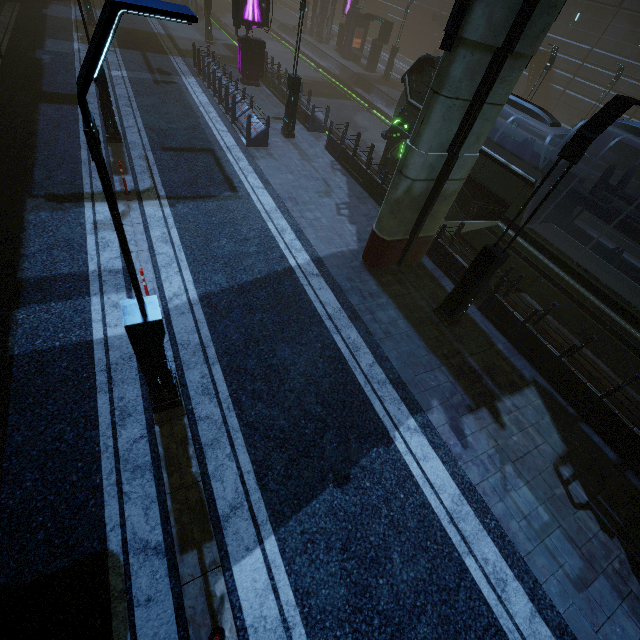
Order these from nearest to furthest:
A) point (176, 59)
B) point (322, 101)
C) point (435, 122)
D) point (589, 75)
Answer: point (435, 122) → point (176, 59) → point (322, 101) → point (589, 75)

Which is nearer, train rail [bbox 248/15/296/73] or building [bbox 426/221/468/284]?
building [bbox 426/221/468/284]

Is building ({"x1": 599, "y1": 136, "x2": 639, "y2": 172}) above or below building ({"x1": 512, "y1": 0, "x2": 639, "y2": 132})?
below

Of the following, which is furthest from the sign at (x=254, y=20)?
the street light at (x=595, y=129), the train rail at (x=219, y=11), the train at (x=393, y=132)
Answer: the street light at (x=595, y=129)

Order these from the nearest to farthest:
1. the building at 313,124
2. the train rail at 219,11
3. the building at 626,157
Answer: the building at 313,124 → the building at 626,157 → the train rail at 219,11

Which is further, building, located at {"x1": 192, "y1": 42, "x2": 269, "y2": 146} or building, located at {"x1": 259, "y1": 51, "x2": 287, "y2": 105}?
building, located at {"x1": 259, "y1": 51, "x2": 287, "y2": 105}

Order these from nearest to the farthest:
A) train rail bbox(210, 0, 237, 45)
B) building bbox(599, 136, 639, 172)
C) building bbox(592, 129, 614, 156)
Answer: building bbox(599, 136, 639, 172), building bbox(592, 129, 614, 156), train rail bbox(210, 0, 237, 45)

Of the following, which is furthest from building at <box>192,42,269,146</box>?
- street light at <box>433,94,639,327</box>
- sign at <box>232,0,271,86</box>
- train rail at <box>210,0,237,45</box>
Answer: street light at <box>433,94,639,327</box>
